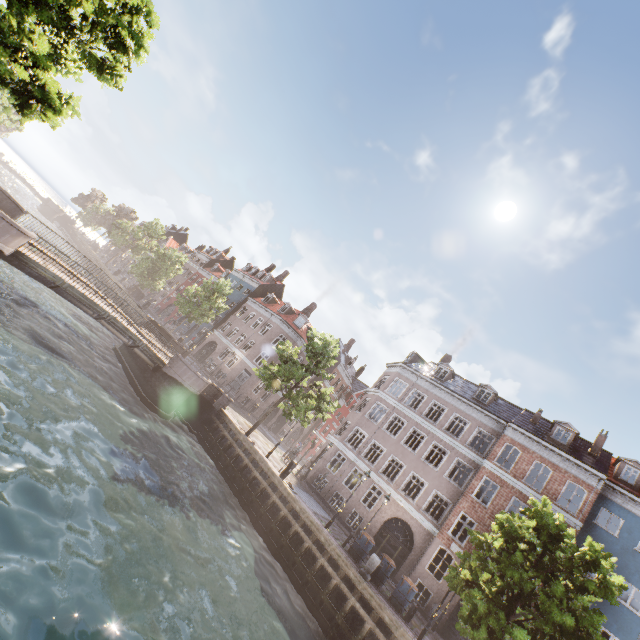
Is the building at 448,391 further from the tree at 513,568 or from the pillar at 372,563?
the pillar at 372,563

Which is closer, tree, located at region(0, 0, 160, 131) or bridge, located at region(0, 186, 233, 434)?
tree, located at region(0, 0, 160, 131)

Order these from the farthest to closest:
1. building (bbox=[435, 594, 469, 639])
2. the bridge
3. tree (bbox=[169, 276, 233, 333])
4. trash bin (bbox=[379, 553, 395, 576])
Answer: tree (bbox=[169, 276, 233, 333]) → building (bbox=[435, 594, 469, 639]) → trash bin (bbox=[379, 553, 395, 576]) → the bridge

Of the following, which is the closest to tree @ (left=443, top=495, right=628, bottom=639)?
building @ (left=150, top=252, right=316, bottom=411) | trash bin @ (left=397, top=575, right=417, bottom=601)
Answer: trash bin @ (left=397, top=575, right=417, bottom=601)

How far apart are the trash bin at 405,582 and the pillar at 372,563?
1.5m

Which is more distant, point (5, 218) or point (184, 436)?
point (184, 436)

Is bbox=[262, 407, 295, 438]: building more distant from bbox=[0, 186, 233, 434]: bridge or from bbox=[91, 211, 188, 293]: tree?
bbox=[0, 186, 233, 434]: bridge

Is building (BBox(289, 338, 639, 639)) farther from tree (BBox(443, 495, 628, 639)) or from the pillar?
the pillar
